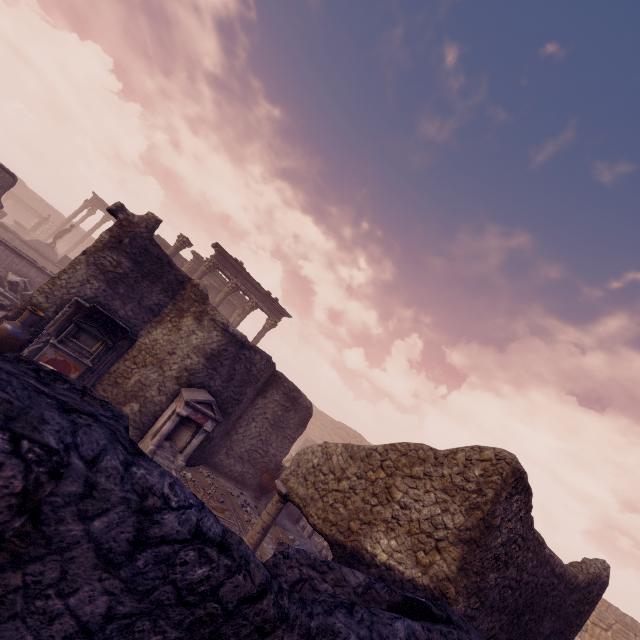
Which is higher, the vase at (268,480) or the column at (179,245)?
the column at (179,245)

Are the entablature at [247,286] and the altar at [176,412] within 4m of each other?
no

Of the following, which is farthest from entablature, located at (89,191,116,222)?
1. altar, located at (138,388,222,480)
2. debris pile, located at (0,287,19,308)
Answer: altar, located at (138,388,222,480)

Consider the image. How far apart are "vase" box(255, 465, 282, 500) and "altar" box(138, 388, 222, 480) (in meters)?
3.66

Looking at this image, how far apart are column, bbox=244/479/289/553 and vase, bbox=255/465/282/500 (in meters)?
6.83

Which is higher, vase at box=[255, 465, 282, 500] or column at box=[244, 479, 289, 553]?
column at box=[244, 479, 289, 553]

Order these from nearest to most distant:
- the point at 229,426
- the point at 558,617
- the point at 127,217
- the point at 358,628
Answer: the point at 358,628 → the point at 558,617 → the point at 127,217 → the point at 229,426

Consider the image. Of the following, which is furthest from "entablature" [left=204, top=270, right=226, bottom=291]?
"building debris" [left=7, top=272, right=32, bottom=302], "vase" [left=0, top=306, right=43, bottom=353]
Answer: "vase" [left=0, top=306, right=43, bottom=353]
